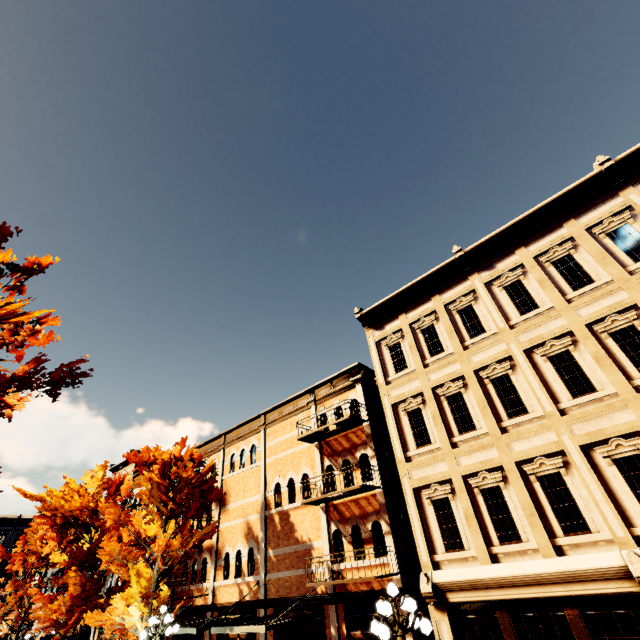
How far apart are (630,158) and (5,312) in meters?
17.5 m

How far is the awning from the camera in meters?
10.7 m

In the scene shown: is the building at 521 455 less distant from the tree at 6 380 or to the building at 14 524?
the tree at 6 380

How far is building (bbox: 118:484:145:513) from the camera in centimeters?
2396cm

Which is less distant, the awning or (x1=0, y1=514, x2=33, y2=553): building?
the awning

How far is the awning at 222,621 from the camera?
10.7 meters

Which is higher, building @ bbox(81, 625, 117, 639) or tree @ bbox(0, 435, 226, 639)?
tree @ bbox(0, 435, 226, 639)

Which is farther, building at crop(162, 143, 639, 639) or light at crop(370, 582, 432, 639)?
building at crop(162, 143, 639, 639)
